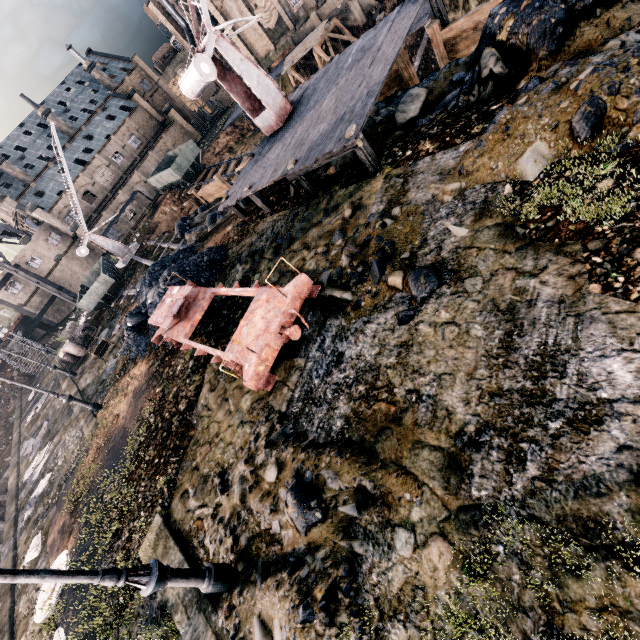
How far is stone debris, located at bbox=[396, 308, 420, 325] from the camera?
6.29m

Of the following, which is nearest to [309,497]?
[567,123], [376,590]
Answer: [376,590]

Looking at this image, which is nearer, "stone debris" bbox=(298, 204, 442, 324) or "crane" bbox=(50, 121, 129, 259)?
"stone debris" bbox=(298, 204, 442, 324)

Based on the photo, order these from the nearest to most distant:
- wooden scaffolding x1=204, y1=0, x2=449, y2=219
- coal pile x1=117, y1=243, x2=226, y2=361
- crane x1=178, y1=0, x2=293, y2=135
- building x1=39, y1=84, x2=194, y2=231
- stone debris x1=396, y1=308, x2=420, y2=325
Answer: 1. stone debris x1=396, y1=308, x2=420, y2=325
2. wooden scaffolding x1=204, y1=0, x2=449, y2=219
3. crane x1=178, y1=0, x2=293, y2=135
4. coal pile x1=117, y1=243, x2=226, y2=361
5. building x1=39, y1=84, x2=194, y2=231

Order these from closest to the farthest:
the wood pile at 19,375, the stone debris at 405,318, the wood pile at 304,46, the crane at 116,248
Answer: the stone debris at 405,318, the crane at 116,248, the wood pile at 304,46, the wood pile at 19,375

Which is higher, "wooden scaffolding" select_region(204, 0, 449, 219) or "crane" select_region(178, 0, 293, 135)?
"crane" select_region(178, 0, 293, 135)

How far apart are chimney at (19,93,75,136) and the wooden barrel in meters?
50.2 m

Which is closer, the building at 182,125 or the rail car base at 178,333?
the rail car base at 178,333
